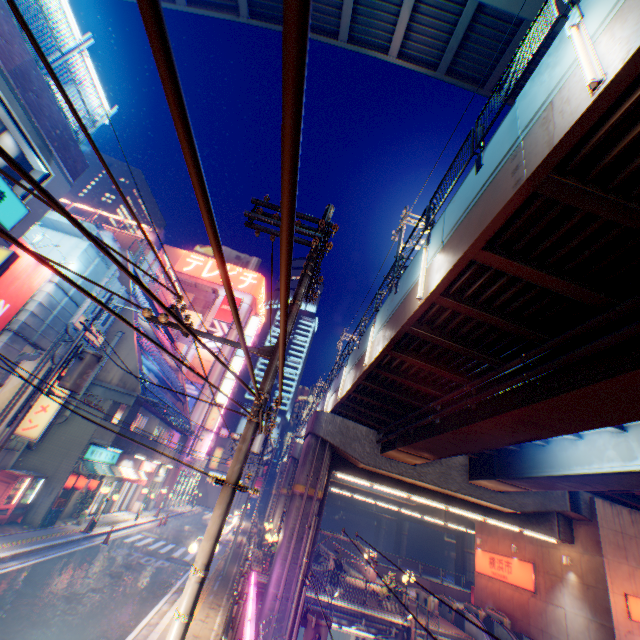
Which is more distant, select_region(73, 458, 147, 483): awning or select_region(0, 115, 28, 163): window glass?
select_region(73, 458, 147, 483): awning

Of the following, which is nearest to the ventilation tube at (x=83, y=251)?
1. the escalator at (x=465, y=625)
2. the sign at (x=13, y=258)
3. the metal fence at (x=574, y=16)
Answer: the sign at (x=13, y=258)

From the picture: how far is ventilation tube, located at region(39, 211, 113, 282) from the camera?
14.8 meters

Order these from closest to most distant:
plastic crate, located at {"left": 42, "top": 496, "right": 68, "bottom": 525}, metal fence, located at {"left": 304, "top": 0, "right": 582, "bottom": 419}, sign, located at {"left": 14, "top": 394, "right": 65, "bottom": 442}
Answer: metal fence, located at {"left": 304, "top": 0, "right": 582, "bottom": 419}
sign, located at {"left": 14, "top": 394, "right": 65, "bottom": 442}
plastic crate, located at {"left": 42, "top": 496, "right": 68, "bottom": 525}

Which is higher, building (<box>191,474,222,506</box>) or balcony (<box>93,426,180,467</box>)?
balcony (<box>93,426,180,467</box>)

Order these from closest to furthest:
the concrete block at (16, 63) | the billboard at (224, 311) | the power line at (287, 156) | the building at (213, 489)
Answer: the power line at (287, 156) < the concrete block at (16, 63) < the billboard at (224, 311) < the building at (213, 489)

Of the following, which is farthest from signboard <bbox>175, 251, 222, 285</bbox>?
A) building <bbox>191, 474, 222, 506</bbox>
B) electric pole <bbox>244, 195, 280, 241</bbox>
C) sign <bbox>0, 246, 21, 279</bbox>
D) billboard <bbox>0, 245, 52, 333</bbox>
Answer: electric pole <bbox>244, 195, 280, 241</bbox>

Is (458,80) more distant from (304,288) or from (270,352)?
(270,352)
